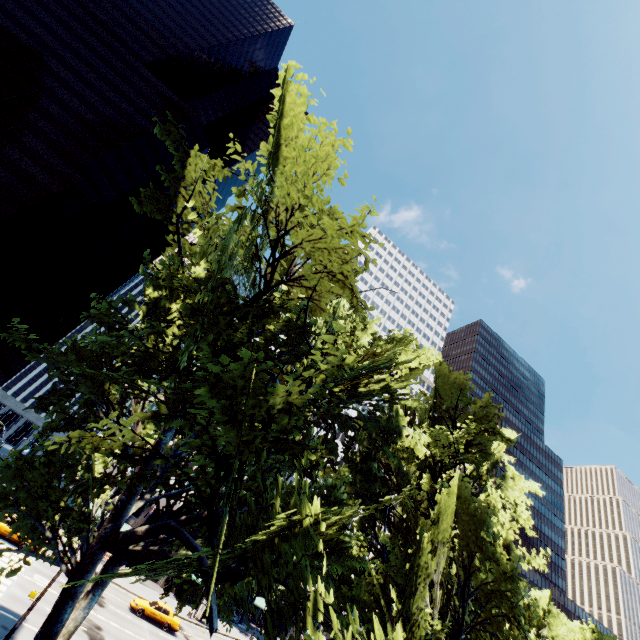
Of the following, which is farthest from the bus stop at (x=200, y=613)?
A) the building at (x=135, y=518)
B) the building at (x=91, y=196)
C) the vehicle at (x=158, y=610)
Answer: the building at (x=91, y=196)

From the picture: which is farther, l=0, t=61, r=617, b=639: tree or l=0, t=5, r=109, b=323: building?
l=0, t=5, r=109, b=323: building

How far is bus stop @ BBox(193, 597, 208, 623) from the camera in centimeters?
3995cm

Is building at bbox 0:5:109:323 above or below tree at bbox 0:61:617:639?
above

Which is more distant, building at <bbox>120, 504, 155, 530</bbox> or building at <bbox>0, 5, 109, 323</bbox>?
building at <bbox>0, 5, 109, 323</bbox>

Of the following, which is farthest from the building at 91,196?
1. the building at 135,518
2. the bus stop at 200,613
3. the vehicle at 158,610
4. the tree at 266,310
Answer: the bus stop at 200,613

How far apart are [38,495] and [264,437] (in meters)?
10.35

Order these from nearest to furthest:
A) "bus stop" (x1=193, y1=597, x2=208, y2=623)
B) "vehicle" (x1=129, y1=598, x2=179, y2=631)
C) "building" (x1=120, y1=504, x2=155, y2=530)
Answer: "vehicle" (x1=129, y1=598, x2=179, y2=631) → "bus stop" (x1=193, y1=597, x2=208, y2=623) → "building" (x1=120, y1=504, x2=155, y2=530)
